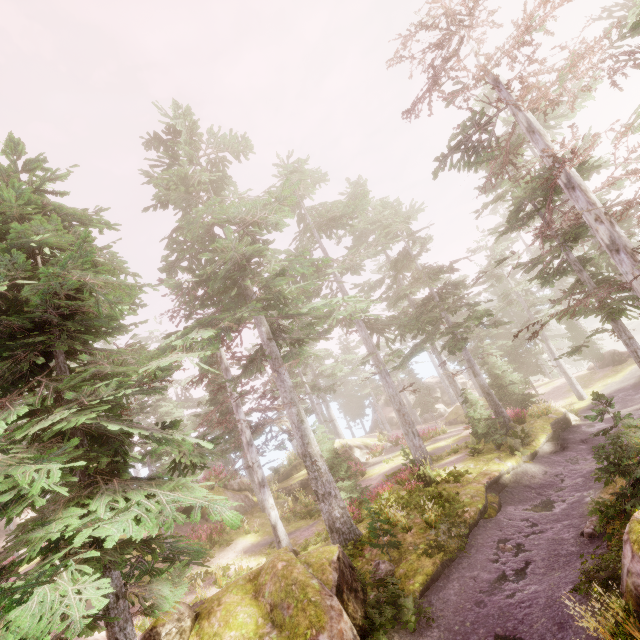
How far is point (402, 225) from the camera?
23.1m

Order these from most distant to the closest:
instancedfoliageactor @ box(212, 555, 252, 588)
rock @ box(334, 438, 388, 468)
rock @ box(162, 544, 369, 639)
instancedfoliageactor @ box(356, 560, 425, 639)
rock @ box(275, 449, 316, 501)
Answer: rock @ box(334, 438, 388, 468)
rock @ box(275, 449, 316, 501)
instancedfoliageactor @ box(212, 555, 252, 588)
instancedfoliageactor @ box(356, 560, 425, 639)
rock @ box(162, 544, 369, 639)

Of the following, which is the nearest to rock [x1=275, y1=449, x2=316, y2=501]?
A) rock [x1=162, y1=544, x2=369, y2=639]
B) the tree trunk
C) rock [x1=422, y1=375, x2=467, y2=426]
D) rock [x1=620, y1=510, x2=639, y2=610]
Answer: the tree trunk

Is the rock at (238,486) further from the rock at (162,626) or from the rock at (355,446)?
the rock at (162,626)

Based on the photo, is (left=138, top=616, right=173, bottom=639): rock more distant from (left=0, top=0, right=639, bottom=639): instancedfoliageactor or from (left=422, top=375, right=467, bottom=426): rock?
(left=422, top=375, right=467, bottom=426): rock

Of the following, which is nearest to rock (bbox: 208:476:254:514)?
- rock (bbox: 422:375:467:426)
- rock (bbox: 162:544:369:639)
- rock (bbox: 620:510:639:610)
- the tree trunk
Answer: rock (bbox: 162:544:369:639)

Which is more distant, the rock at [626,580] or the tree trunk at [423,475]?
the tree trunk at [423,475]

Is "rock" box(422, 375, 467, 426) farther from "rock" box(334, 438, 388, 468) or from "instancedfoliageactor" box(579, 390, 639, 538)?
"rock" box(334, 438, 388, 468)
